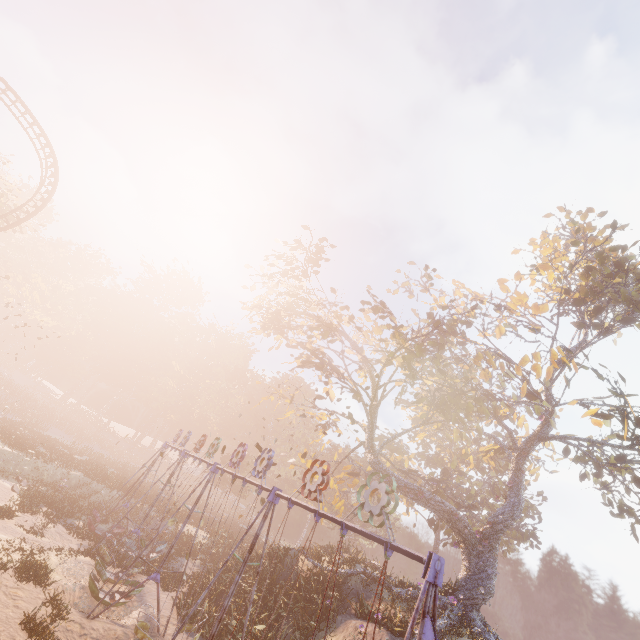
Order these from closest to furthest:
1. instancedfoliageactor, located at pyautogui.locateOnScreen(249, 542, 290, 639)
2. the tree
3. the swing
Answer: the swing, instancedfoliageactor, located at pyautogui.locateOnScreen(249, 542, 290, 639), the tree

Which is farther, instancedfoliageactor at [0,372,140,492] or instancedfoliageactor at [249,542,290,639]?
instancedfoliageactor at [0,372,140,492]

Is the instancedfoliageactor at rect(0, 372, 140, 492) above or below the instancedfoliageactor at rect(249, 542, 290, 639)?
below

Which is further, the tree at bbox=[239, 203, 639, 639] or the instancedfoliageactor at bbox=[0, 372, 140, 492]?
the instancedfoliageactor at bbox=[0, 372, 140, 492]

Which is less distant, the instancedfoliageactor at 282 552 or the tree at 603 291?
the instancedfoliageactor at 282 552

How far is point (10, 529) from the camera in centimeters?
1502cm

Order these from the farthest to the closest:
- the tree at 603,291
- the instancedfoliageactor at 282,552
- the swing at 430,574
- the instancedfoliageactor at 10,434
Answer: the instancedfoliageactor at 10,434 → the tree at 603,291 → the instancedfoliageactor at 282,552 → the swing at 430,574

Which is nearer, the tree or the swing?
the swing
